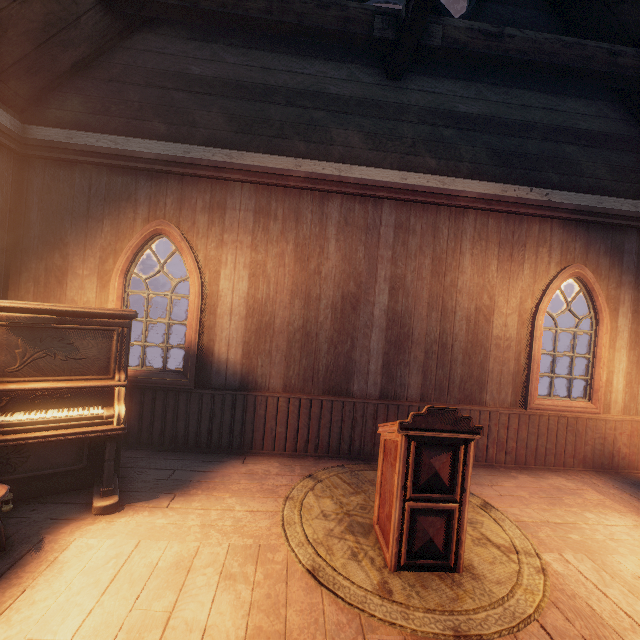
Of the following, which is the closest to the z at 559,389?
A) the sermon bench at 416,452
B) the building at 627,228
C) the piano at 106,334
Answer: the building at 627,228

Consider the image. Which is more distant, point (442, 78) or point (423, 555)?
point (442, 78)

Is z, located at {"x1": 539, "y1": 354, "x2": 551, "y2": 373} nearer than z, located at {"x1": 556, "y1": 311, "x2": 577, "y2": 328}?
→ Yes

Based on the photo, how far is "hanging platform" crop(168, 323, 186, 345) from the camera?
7.1m

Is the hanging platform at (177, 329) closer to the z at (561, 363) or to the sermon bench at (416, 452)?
the z at (561, 363)

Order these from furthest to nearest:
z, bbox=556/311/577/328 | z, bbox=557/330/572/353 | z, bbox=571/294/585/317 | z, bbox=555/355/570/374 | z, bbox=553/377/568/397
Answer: z, bbox=571/294/585/317, z, bbox=556/311/577/328, z, bbox=557/330/572/353, z, bbox=555/355/570/374, z, bbox=553/377/568/397

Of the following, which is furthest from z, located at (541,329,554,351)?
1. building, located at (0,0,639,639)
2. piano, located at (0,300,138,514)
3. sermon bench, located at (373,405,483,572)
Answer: sermon bench, located at (373,405,483,572)

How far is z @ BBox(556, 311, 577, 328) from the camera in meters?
21.8
